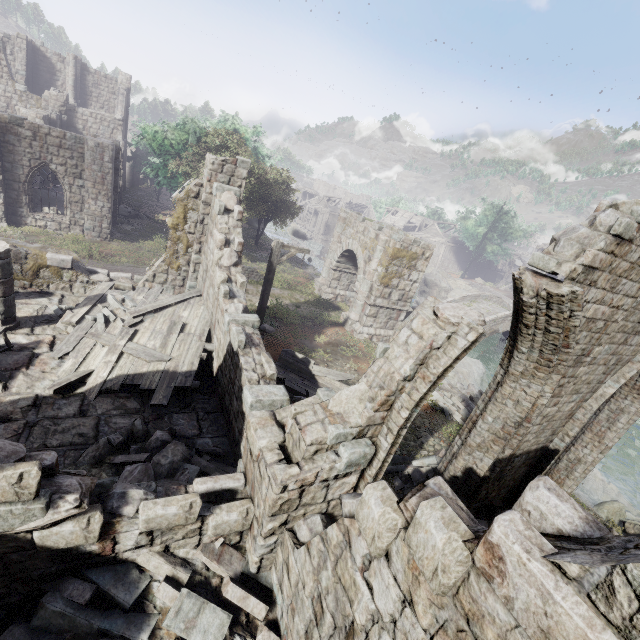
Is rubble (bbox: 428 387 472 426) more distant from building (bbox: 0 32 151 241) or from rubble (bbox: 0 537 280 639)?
building (bbox: 0 32 151 241)

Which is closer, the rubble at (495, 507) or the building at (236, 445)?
the building at (236, 445)

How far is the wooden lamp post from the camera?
12.02m

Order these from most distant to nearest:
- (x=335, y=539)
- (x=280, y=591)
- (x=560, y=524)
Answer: (x=280, y=591) → (x=335, y=539) → (x=560, y=524)

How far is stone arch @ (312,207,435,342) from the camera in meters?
16.8

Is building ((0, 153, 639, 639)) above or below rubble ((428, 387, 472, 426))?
above

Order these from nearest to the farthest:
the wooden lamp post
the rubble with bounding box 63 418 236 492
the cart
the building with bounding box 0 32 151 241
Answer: the rubble with bounding box 63 418 236 492 → the cart → the wooden lamp post → the building with bounding box 0 32 151 241

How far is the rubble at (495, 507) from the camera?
7.6 meters
